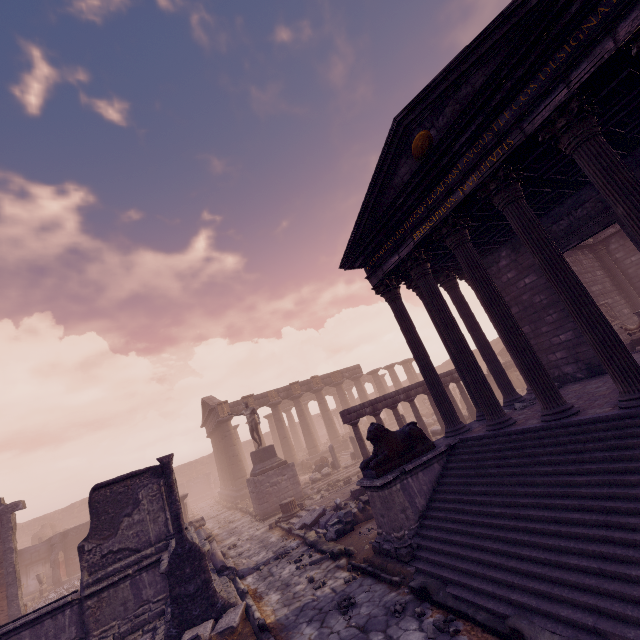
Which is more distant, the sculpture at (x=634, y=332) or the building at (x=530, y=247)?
the sculpture at (x=634, y=332)

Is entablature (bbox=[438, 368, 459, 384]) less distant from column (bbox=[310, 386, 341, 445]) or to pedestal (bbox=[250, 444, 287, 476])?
pedestal (bbox=[250, 444, 287, 476])

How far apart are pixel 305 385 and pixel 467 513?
24.3m

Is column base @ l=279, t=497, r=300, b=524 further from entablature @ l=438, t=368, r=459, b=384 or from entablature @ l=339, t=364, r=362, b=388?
entablature @ l=339, t=364, r=362, b=388

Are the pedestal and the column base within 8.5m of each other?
yes

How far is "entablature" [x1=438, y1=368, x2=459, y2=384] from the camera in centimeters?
1570cm

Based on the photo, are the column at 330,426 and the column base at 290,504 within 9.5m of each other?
no

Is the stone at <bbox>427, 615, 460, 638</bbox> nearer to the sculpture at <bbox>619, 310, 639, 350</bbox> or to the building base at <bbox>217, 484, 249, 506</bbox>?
the sculpture at <bbox>619, 310, 639, 350</bbox>
